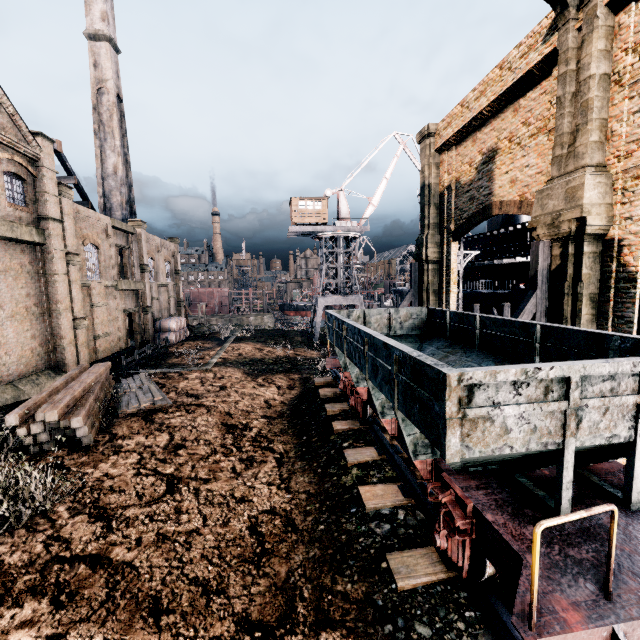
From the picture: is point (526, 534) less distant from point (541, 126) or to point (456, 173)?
point (541, 126)

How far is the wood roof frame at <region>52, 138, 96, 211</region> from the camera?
34.59m

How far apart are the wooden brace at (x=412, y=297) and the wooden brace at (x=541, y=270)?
11.7 meters

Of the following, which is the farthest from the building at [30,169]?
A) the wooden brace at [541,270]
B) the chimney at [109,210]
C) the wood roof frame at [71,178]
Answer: the wooden brace at [541,270]

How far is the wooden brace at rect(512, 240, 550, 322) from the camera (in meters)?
12.93

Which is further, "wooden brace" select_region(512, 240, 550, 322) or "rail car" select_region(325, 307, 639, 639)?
"wooden brace" select_region(512, 240, 550, 322)

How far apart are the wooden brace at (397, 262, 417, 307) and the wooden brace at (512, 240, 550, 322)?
11.7m

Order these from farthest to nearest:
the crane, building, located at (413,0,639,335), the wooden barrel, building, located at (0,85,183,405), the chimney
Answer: the crane → the chimney → the wooden barrel → building, located at (0,85,183,405) → building, located at (413,0,639,335)
